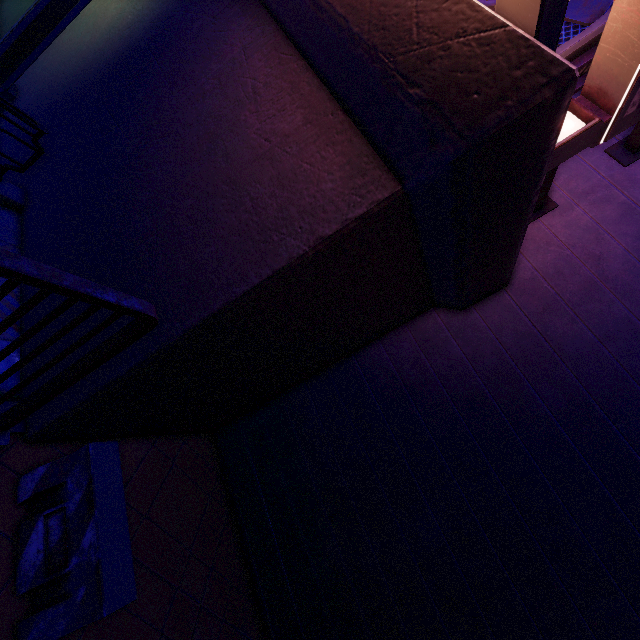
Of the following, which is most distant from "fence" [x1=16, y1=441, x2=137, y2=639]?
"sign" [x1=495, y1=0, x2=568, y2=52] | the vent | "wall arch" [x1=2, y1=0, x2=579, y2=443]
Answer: the vent

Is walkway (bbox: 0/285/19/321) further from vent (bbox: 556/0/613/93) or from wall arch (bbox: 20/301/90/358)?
vent (bbox: 556/0/613/93)

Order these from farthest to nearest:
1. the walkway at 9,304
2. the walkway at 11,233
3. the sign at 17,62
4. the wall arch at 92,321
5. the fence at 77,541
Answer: the sign at 17,62 < the walkway at 11,233 < the walkway at 9,304 < the wall arch at 92,321 < the fence at 77,541

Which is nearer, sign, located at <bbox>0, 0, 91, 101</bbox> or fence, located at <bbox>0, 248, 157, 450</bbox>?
fence, located at <bbox>0, 248, 157, 450</bbox>

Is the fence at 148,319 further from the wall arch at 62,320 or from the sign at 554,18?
the sign at 554,18

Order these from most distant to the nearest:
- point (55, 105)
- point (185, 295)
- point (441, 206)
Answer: point (55, 105)
point (185, 295)
point (441, 206)

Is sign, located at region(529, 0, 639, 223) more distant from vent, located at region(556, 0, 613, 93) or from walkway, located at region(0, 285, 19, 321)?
walkway, located at region(0, 285, 19, 321)

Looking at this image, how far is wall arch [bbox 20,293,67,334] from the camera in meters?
4.0
